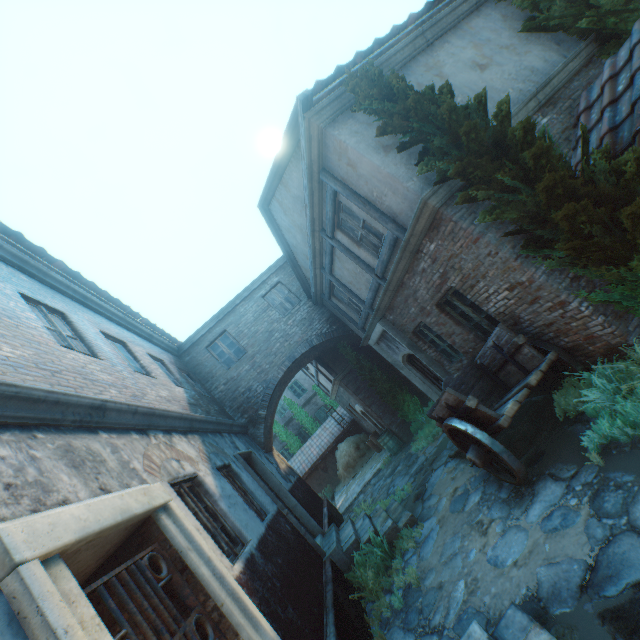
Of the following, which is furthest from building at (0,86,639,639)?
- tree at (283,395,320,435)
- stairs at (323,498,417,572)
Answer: tree at (283,395,320,435)

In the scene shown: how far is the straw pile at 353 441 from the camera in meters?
17.5

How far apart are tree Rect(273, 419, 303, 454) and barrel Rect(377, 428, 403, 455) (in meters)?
10.82

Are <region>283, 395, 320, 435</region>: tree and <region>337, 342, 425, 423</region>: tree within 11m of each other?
no

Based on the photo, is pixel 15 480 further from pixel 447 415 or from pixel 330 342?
pixel 330 342

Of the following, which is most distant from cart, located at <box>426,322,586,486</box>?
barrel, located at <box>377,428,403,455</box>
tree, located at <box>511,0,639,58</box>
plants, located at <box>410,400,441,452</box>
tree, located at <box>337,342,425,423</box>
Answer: barrel, located at <box>377,428,403,455</box>

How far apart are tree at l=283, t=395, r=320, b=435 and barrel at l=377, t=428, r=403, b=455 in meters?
10.4 m

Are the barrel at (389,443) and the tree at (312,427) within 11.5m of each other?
yes
